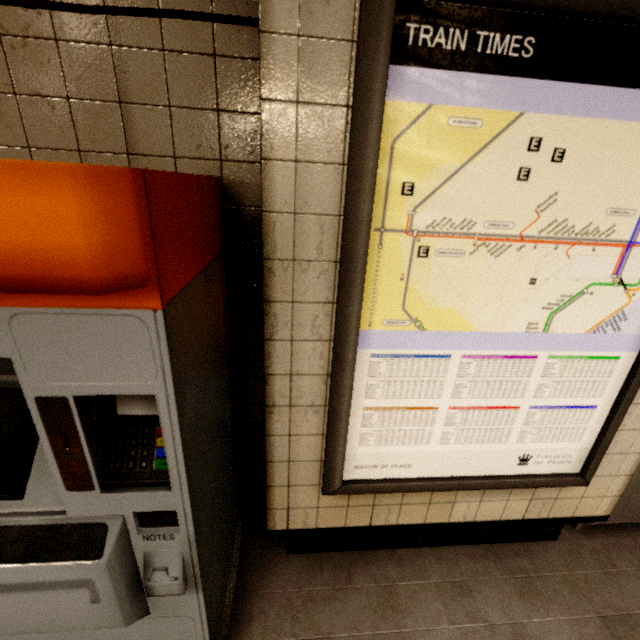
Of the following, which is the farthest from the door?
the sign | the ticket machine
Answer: the ticket machine

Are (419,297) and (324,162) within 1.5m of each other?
yes

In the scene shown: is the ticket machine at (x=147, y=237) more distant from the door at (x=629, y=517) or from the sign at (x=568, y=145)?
the door at (x=629, y=517)

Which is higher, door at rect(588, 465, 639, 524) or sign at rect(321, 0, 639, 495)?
sign at rect(321, 0, 639, 495)

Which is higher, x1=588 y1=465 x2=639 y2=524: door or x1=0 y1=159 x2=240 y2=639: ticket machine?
x1=0 y1=159 x2=240 y2=639: ticket machine

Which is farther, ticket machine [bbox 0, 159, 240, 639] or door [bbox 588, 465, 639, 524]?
door [bbox 588, 465, 639, 524]

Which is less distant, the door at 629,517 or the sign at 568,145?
the sign at 568,145
